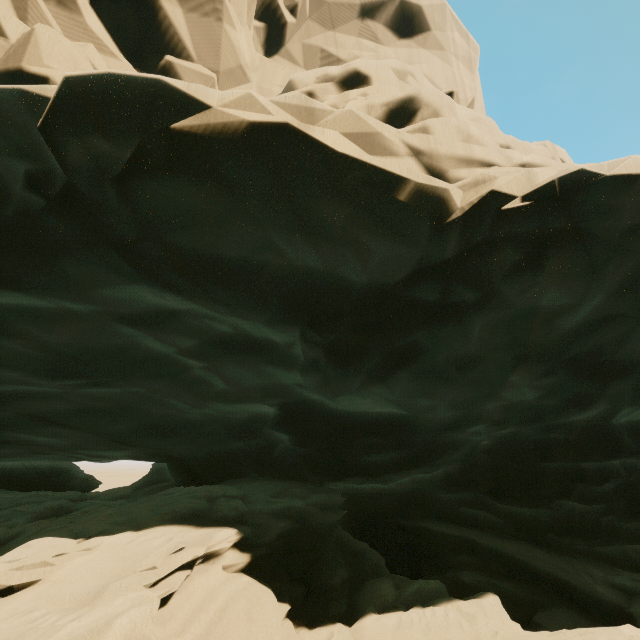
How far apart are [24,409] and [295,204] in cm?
822
